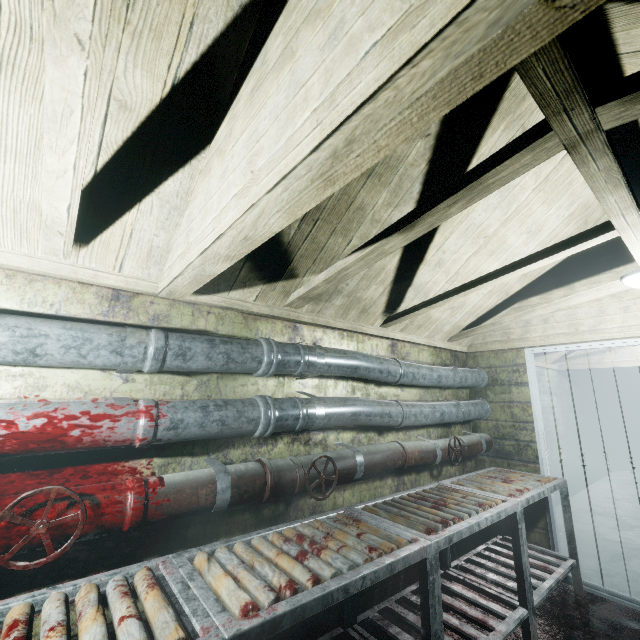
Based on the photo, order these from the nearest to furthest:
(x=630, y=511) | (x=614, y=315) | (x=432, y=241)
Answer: (x=432, y=241) → (x=614, y=315) → (x=630, y=511)

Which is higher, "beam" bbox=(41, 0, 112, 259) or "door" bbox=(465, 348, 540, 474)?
"beam" bbox=(41, 0, 112, 259)

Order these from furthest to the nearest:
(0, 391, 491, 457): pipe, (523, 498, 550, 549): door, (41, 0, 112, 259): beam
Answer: (523, 498, 550, 549): door
(0, 391, 491, 457): pipe
(41, 0, 112, 259): beam

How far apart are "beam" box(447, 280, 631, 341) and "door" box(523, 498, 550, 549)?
0.4m

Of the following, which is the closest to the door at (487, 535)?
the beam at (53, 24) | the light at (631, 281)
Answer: the light at (631, 281)

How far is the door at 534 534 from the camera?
2.86m

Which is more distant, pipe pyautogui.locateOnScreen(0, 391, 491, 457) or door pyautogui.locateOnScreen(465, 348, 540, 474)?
door pyautogui.locateOnScreen(465, 348, 540, 474)
